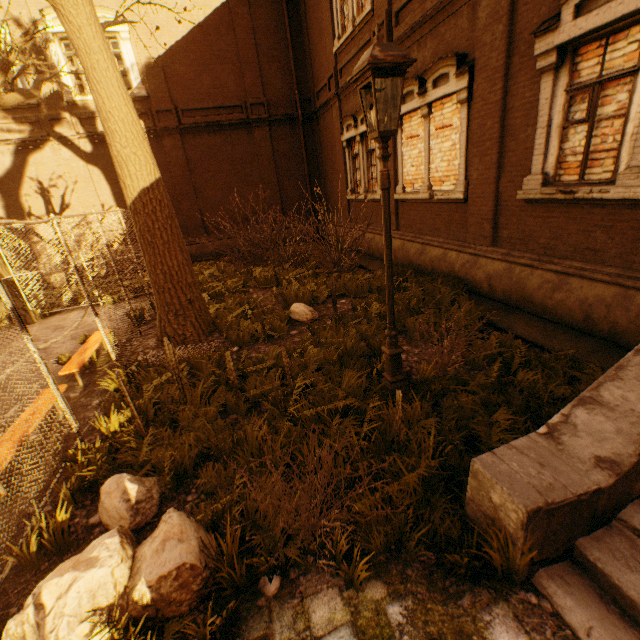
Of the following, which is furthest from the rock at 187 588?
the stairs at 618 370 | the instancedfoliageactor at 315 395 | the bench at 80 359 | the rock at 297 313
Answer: the rock at 297 313

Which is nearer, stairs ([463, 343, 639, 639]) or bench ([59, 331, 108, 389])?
stairs ([463, 343, 639, 639])

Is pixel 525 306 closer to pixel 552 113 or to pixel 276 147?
pixel 552 113

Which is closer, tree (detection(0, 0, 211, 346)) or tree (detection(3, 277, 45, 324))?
→ tree (detection(0, 0, 211, 346))

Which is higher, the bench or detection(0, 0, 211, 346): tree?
detection(0, 0, 211, 346): tree

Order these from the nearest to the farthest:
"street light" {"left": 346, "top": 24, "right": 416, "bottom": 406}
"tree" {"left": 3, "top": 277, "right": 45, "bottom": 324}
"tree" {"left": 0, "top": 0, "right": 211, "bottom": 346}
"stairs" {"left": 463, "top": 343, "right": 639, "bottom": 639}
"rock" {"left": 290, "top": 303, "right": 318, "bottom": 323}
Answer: "stairs" {"left": 463, "top": 343, "right": 639, "bottom": 639} → "street light" {"left": 346, "top": 24, "right": 416, "bottom": 406} → "tree" {"left": 0, "top": 0, "right": 211, "bottom": 346} → "rock" {"left": 290, "top": 303, "right": 318, "bottom": 323} → "tree" {"left": 3, "top": 277, "right": 45, "bottom": 324}

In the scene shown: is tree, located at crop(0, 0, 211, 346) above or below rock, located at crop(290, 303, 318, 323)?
above

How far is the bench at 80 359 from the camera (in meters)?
5.75
